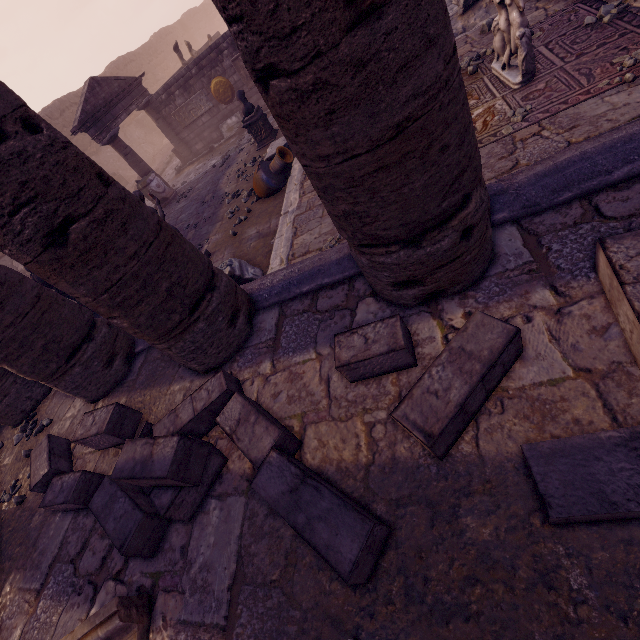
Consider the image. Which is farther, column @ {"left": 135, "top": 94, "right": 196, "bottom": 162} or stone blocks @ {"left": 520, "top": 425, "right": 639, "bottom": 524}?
column @ {"left": 135, "top": 94, "right": 196, "bottom": 162}

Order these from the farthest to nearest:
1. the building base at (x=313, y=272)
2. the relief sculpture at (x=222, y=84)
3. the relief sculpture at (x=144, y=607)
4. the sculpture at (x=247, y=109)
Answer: the relief sculpture at (x=222, y=84)
the sculpture at (x=247, y=109)
the building base at (x=313, y=272)
the relief sculpture at (x=144, y=607)

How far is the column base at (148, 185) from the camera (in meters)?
11.32

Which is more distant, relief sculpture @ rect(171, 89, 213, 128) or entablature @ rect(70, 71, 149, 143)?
relief sculpture @ rect(171, 89, 213, 128)

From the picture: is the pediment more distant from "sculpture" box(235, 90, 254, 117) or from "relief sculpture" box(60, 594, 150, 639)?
"relief sculpture" box(60, 594, 150, 639)

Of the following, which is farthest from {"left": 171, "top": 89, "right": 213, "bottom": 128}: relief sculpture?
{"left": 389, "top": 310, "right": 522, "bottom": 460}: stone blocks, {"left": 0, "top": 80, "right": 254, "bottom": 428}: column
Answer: {"left": 389, "top": 310, "right": 522, "bottom": 460}: stone blocks

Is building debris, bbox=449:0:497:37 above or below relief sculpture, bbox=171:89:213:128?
below

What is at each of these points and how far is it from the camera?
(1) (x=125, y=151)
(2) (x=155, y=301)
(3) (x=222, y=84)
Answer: (1) column, 11.9 meters
(2) column, 2.8 meters
(3) relief sculpture, 12.8 meters
